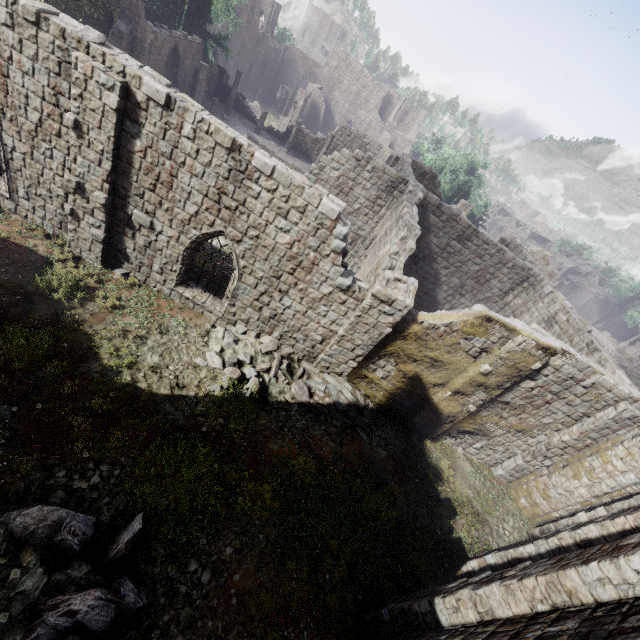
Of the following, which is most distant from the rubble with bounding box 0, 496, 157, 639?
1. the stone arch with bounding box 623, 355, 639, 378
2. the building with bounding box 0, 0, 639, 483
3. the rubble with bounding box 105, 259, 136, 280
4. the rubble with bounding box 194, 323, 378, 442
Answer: the stone arch with bounding box 623, 355, 639, 378

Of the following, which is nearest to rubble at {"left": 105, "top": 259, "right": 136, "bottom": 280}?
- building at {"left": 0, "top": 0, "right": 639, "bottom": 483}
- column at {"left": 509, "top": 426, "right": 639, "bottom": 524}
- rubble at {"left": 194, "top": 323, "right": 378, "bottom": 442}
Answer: building at {"left": 0, "top": 0, "right": 639, "bottom": 483}

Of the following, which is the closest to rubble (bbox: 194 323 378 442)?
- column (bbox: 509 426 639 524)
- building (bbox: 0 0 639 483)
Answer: building (bbox: 0 0 639 483)

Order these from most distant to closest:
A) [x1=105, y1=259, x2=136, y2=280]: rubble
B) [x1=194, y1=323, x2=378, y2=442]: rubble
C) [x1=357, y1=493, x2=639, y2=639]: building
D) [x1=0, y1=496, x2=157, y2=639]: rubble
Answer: [x1=105, y1=259, x2=136, y2=280]: rubble, [x1=194, y1=323, x2=378, y2=442]: rubble, [x1=0, y1=496, x2=157, y2=639]: rubble, [x1=357, y1=493, x2=639, y2=639]: building

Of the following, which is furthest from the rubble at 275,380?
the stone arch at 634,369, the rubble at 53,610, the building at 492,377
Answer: the stone arch at 634,369

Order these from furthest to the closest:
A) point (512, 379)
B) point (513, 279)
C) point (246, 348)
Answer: point (513, 279)
point (246, 348)
point (512, 379)

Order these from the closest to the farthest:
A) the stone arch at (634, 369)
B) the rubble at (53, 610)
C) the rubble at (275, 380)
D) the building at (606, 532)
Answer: the building at (606, 532), the rubble at (53, 610), the rubble at (275, 380), the stone arch at (634, 369)

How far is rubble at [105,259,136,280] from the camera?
11.75m
